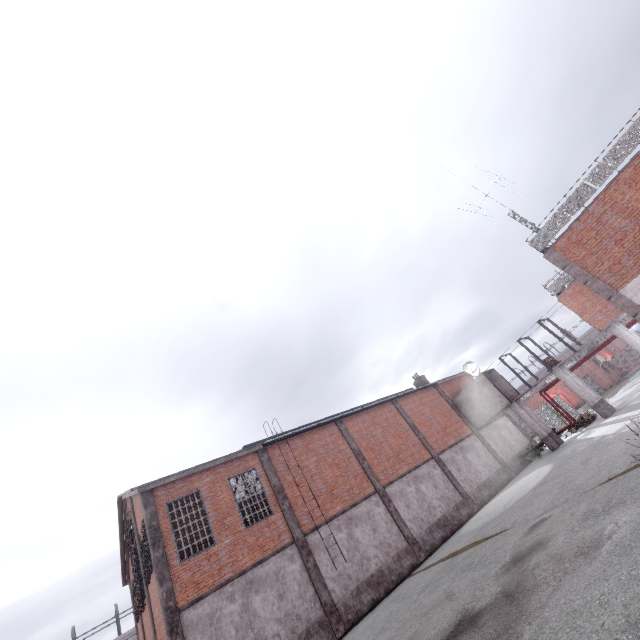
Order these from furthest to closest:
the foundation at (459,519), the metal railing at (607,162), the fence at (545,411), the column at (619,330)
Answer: the fence at (545,411)
the column at (619,330)
the foundation at (459,519)
the metal railing at (607,162)

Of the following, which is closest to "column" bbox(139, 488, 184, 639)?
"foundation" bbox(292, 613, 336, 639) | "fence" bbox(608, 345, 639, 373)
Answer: "foundation" bbox(292, 613, 336, 639)

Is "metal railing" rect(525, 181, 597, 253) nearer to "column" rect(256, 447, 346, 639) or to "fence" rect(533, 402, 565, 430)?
"fence" rect(533, 402, 565, 430)

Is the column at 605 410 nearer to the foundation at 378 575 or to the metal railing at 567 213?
the metal railing at 567 213

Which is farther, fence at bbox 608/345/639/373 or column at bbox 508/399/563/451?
fence at bbox 608/345/639/373

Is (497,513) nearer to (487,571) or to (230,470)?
(487,571)

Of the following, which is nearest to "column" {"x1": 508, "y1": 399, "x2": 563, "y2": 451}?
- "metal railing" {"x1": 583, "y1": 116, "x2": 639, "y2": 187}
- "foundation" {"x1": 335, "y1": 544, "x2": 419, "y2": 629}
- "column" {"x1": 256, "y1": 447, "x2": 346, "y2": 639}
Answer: "metal railing" {"x1": 583, "y1": 116, "x2": 639, "y2": 187}

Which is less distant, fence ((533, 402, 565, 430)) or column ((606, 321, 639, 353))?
column ((606, 321, 639, 353))
